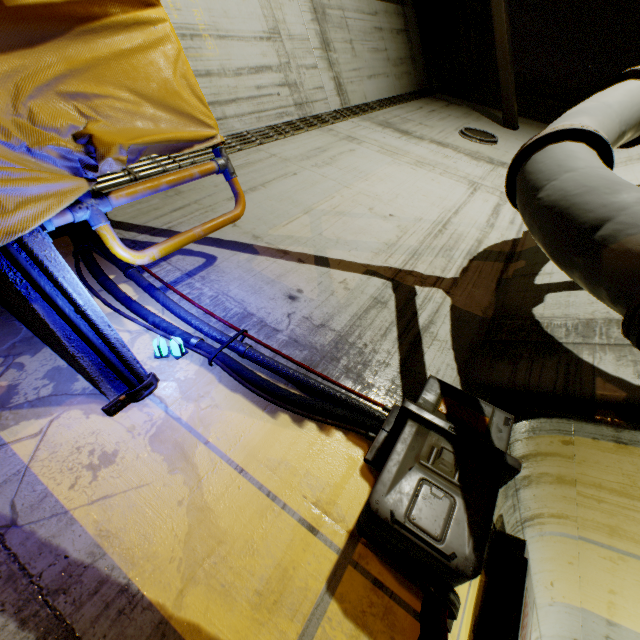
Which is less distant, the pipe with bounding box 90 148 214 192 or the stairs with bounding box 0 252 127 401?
the stairs with bounding box 0 252 127 401

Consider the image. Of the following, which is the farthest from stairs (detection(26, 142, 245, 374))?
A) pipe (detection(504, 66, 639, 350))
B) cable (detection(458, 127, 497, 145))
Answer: cable (detection(458, 127, 497, 145))

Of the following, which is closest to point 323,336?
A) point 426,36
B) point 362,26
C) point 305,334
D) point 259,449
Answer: → point 305,334

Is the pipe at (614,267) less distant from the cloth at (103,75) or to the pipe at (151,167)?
the cloth at (103,75)

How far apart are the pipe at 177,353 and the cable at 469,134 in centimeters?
723cm

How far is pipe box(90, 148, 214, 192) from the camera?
3.2m

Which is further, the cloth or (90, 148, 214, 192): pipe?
(90, 148, 214, 192): pipe
